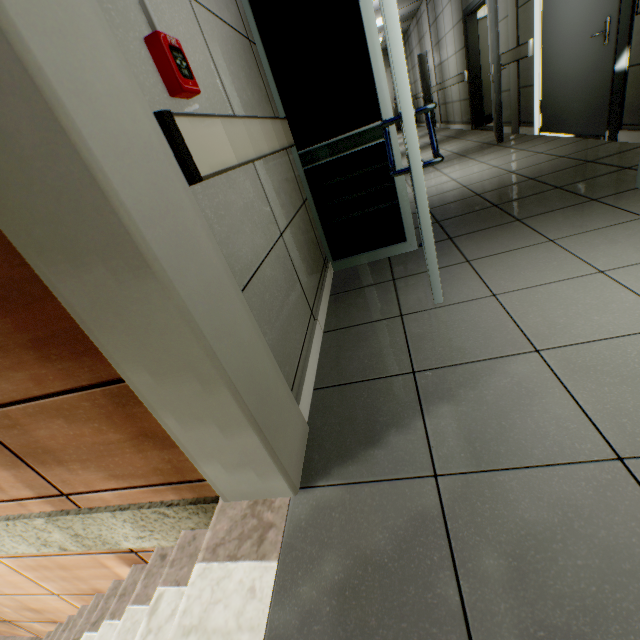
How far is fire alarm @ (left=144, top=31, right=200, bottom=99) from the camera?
0.9 meters

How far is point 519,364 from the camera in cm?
129

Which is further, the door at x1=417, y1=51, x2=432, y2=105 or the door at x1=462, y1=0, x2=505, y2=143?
the door at x1=417, y1=51, x2=432, y2=105

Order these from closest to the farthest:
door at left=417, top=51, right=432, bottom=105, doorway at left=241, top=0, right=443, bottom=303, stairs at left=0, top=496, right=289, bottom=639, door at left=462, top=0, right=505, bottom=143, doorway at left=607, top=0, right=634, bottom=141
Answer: stairs at left=0, top=496, right=289, bottom=639
doorway at left=241, top=0, right=443, bottom=303
doorway at left=607, top=0, right=634, bottom=141
door at left=462, top=0, right=505, bottom=143
door at left=417, top=51, right=432, bottom=105

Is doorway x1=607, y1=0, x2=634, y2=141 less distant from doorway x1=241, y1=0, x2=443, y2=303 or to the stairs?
doorway x1=241, y1=0, x2=443, y2=303

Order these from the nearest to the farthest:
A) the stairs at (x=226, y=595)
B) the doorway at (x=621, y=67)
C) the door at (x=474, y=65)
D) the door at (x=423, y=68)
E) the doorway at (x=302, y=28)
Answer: the stairs at (x=226, y=595), the doorway at (x=302, y=28), the doorway at (x=621, y=67), the door at (x=474, y=65), the door at (x=423, y=68)

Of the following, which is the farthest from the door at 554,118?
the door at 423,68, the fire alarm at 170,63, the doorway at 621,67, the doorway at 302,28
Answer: the door at 423,68

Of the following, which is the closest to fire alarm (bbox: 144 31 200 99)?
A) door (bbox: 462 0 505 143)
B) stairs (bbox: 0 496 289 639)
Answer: stairs (bbox: 0 496 289 639)
